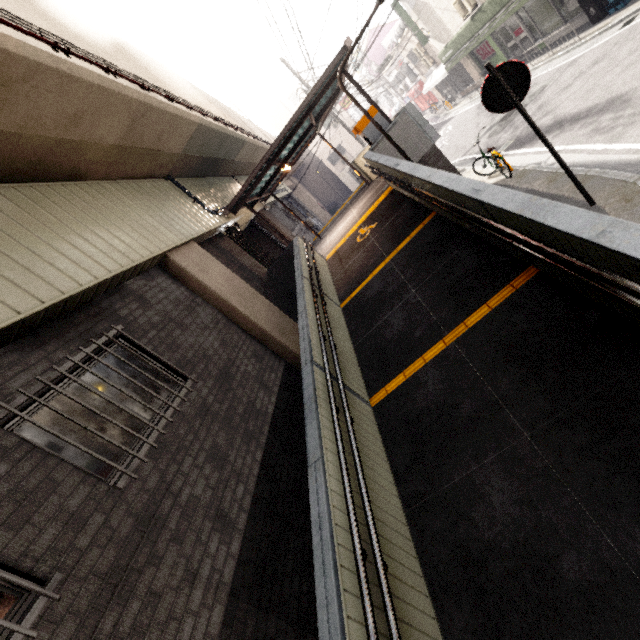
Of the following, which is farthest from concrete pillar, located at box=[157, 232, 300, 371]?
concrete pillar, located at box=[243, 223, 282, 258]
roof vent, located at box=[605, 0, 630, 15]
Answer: roof vent, located at box=[605, 0, 630, 15]

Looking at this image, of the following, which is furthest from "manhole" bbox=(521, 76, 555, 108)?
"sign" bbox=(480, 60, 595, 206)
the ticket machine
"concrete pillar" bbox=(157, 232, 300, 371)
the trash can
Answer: "concrete pillar" bbox=(157, 232, 300, 371)

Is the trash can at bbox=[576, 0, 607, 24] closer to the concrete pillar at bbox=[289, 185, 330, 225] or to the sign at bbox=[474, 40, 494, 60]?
the sign at bbox=[474, 40, 494, 60]

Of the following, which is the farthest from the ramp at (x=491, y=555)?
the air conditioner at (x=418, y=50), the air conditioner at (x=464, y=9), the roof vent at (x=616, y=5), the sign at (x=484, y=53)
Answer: the air conditioner at (x=418, y=50)

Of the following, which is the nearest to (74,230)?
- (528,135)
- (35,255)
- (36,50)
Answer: (35,255)

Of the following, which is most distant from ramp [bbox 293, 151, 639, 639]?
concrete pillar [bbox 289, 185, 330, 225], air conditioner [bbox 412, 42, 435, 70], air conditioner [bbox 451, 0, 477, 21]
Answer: air conditioner [bbox 412, 42, 435, 70]

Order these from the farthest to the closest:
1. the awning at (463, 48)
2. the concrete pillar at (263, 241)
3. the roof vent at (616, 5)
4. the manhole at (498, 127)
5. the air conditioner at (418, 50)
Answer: the air conditioner at (418, 50)
the concrete pillar at (263, 241)
the awning at (463, 48)
the manhole at (498, 127)
the roof vent at (616, 5)

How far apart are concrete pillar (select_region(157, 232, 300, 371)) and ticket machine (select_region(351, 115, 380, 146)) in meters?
4.7 m
